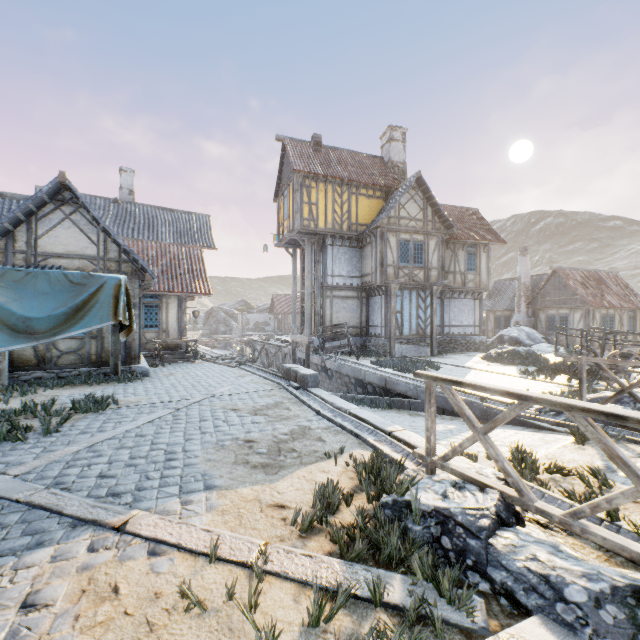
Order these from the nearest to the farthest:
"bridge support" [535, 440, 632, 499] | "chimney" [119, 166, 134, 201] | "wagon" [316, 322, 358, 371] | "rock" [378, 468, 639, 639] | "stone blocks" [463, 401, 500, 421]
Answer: "rock" [378, 468, 639, 639] → "bridge support" [535, 440, 632, 499] → "stone blocks" [463, 401, 500, 421] → "wagon" [316, 322, 358, 371] → "chimney" [119, 166, 134, 201]

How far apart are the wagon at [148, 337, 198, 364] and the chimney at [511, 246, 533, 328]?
24.42m

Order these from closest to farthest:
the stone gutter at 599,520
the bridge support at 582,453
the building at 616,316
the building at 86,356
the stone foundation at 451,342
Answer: → the stone gutter at 599,520, the bridge support at 582,453, the building at 86,356, the stone foundation at 451,342, the building at 616,316

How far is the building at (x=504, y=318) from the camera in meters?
28.5 m

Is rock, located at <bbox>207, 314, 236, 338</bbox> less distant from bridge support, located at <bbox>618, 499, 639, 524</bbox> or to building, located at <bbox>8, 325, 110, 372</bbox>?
building, located at <bbox>8, 325, 110, 372</bbox>

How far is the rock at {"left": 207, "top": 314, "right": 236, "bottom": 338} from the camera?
57.25m

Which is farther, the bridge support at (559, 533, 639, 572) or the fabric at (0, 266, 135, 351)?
the fabric at (0, 266, 135, 351)

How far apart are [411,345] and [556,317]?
14.2 meters
